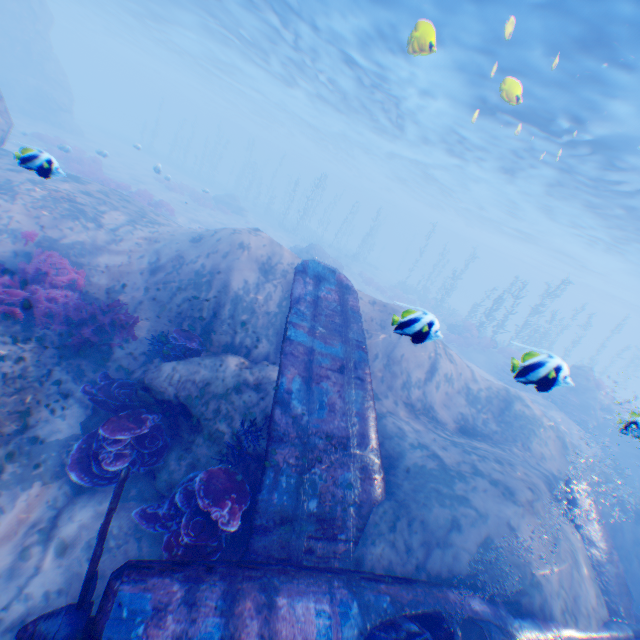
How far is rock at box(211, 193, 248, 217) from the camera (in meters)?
32.94

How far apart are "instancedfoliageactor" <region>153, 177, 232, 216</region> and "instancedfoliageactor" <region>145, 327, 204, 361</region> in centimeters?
2523cm

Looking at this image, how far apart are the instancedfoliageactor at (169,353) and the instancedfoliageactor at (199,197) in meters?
25.2

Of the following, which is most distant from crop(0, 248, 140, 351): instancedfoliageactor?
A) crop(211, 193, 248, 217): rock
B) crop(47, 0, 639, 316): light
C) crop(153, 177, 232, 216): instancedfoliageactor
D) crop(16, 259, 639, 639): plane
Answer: crop(211, 193, 248, 217): rock

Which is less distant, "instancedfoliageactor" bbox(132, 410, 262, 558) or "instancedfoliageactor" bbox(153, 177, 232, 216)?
"instancedfoliageactor" bbox(132, 410, 262, 558)

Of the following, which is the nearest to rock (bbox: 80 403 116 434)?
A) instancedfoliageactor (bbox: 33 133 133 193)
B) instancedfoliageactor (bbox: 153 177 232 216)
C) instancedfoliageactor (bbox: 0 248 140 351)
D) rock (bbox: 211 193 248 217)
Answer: instancedfoliageactor (bbox: 0 248 140 351)

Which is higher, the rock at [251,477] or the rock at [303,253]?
the rock at [303,253]

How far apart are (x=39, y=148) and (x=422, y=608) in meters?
30.5 m
